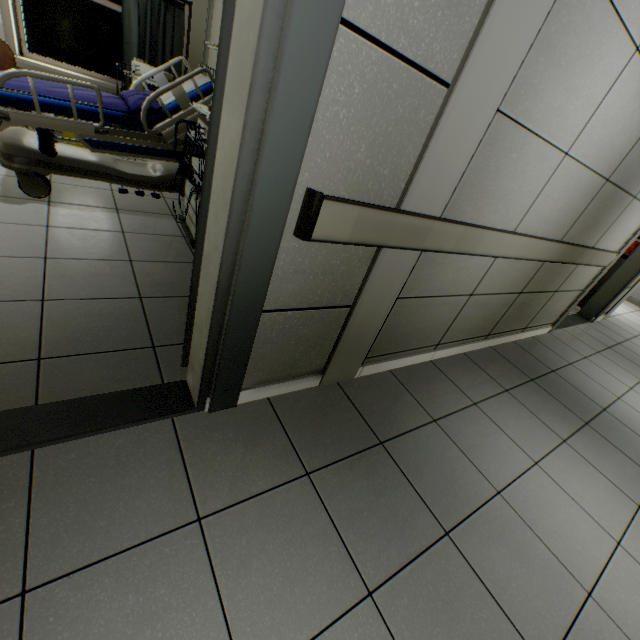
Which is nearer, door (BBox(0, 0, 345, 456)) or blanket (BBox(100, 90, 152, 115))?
door (BBox(0, 0, 345, 456))

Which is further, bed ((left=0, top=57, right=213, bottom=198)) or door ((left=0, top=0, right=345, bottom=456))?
bed ((left=0, top=57, right=213, bottom=198))

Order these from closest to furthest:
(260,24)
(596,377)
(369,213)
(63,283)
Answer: (260,24)
(369,213)
(63,283)
(596,377)

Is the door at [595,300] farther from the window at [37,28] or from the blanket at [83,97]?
the window at [37,28]

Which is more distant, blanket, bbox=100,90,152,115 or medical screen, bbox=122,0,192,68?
medical screen, bbox=122,0,192,68

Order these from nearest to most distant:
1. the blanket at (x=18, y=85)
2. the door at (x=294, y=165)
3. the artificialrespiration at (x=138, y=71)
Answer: the door at (x=294, y=165) → the blanket at (x=18, y=85) → the artificialrespiration at (x=138, y=71)

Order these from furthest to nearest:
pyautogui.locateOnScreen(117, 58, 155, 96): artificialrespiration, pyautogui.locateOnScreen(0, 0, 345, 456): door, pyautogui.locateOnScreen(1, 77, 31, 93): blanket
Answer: pyautogui.locateOnScreen(117, 58, 155, 96): artificialrespiration
pyautogui.locateOnScreen(1, 77, 31, 93): blanket
pyautogui.locateOnScreen(0, 0, 345, 456): door

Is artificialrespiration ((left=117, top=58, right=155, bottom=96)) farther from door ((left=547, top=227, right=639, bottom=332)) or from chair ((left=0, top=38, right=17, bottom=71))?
door ((left=547, top=227, right=639, bottom=332))
